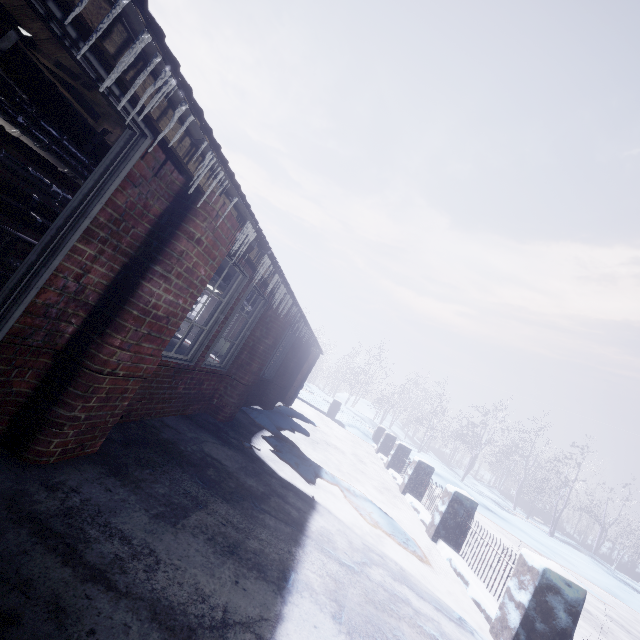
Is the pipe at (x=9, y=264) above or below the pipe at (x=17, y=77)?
below

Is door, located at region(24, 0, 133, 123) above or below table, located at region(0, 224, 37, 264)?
above

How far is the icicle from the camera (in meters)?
1.27

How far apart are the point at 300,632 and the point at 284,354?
6.4m

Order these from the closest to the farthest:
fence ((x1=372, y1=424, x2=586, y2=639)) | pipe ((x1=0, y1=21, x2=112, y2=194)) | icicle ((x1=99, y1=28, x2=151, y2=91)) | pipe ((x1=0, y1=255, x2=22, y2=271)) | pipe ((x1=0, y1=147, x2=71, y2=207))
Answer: icicle ((x1=99, y1=28, x2=151, y2=91)) < pipe ((x1=0, y1=21, x2=112, y2=194)) < fence ((x1=372, y1=424, x2=586, y2=639)) < pipe ((x1=0, y1=147, x2=71, y2=207)) < pipe ((x1=0, y1=255, x2=22, y2=271))

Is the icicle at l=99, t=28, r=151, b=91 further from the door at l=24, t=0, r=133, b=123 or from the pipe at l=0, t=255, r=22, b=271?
the pipe at l=0, t=255, r=22, b=271

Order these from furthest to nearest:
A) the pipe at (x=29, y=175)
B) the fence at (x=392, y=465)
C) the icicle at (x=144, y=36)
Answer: the pipe at (x=29, y=175)
the fence at (x=392, y=465)
the icicle at (x=144, y=36)

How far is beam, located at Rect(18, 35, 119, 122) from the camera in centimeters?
242cm
